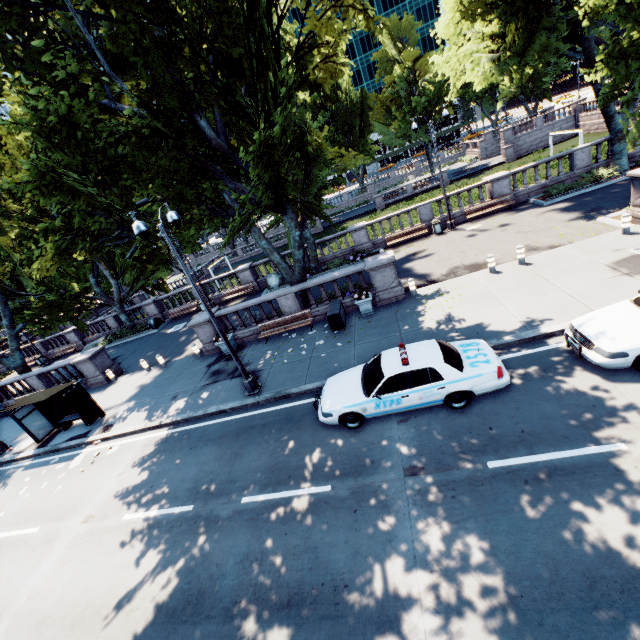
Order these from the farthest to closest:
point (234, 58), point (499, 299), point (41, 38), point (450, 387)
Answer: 1. point (234, 58)
2. point (499, 299)
3. point (41, 38)
4. point (450, 387)

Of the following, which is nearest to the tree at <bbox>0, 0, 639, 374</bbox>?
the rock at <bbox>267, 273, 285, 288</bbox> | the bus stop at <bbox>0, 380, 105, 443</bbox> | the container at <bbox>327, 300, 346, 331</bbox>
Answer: the container at <bbox>327, 300, 346, 331</bbox>

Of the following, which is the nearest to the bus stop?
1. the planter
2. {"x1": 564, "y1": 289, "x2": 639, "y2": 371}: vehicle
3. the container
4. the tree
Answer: the tree

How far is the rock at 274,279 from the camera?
25.0 meters

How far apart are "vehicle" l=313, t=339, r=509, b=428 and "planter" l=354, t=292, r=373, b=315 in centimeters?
478cm

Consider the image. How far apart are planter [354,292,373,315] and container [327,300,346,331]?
0.7m

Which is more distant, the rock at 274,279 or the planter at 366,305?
the rock at 274,279

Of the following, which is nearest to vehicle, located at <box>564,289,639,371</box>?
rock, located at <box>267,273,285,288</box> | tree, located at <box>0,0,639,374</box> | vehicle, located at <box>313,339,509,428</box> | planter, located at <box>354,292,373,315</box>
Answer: vehicle, located at <box>313,339,509,428</box>
